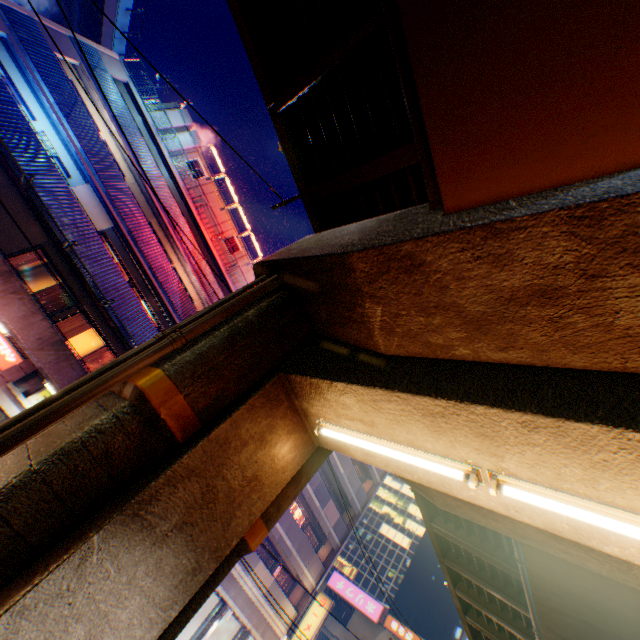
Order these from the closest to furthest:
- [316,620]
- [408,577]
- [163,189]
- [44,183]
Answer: [44,183] < [163,189] < [316,620] < [408,577]

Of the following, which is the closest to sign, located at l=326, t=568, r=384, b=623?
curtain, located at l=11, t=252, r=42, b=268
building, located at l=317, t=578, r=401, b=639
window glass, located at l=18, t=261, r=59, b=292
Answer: building, located at l=317, t=578, r=401, b=639

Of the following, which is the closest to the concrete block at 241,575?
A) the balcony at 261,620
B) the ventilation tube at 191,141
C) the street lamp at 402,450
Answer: the balcony at 261,620

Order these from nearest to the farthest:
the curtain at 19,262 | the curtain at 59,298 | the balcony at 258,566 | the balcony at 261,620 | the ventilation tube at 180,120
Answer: the curtain at 19,262
the curtain at 59,298
the balcony at 261,620
the balcony at 258,566
the ventilation tube at 180,120

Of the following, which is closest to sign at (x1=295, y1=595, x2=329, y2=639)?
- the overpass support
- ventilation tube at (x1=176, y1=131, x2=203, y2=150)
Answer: the overpass support

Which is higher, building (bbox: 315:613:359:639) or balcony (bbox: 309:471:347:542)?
balcony (bbox: 309:471:347:542)

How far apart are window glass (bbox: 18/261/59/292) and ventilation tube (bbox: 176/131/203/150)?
12.9 meters

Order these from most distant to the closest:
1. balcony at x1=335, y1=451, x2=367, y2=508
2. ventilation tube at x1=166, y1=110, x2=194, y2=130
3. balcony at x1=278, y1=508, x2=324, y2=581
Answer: balcony at x1=335, y1=451, x2=367, y2=508
ventilation tube at x1=166, y1=110, x2=194, y2=130
balcony at x1=278, y1=508, x2=324, y2=581
